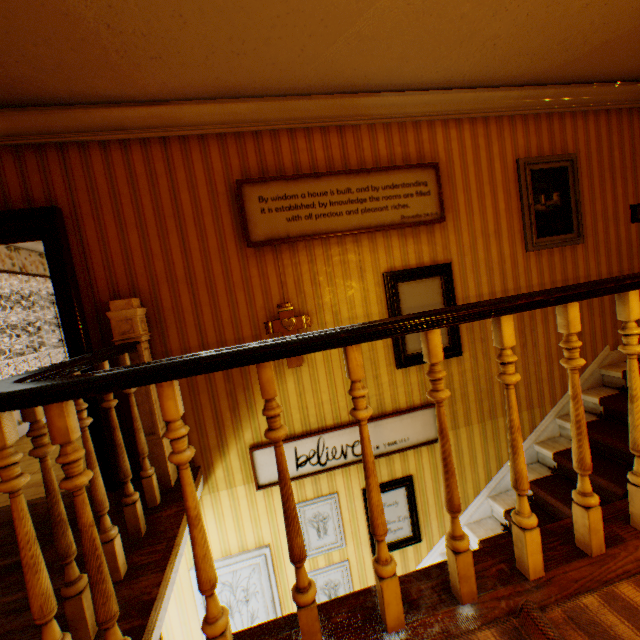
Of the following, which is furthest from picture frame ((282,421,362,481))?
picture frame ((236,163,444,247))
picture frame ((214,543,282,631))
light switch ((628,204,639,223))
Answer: light switch ((628,204,639,223))

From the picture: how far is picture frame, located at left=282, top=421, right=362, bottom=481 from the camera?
3.1m

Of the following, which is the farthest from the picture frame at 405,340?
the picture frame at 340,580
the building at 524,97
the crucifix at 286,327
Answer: the picture frame at 340,580

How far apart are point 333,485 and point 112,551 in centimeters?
201cm

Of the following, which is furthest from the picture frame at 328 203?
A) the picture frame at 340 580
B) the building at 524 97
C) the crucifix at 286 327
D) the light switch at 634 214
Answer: → the picture frame at 340 580

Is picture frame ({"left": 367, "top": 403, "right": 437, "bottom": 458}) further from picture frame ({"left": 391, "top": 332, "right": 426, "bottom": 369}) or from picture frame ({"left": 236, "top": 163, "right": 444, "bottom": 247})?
picture frame ({"left": 236, "top": 163, "right": 444, "bottom": 247})

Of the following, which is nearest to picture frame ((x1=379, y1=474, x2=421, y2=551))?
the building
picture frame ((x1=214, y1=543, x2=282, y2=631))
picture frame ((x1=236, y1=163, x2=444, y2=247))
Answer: the building

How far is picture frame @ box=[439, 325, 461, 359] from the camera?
3.39m
